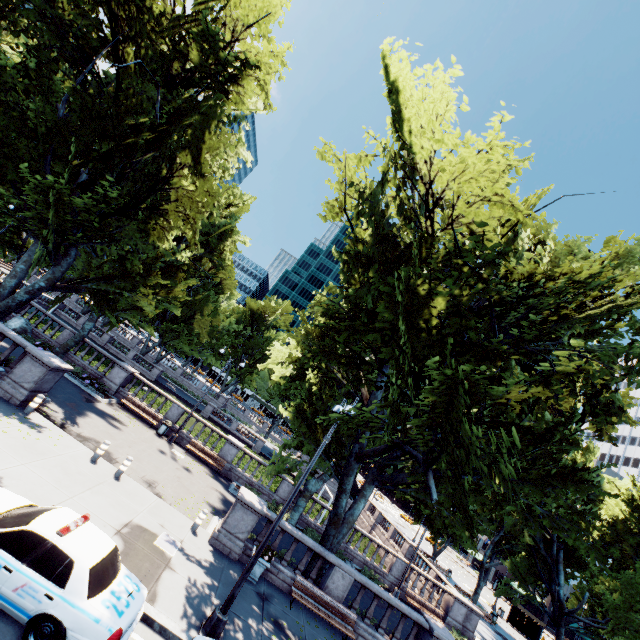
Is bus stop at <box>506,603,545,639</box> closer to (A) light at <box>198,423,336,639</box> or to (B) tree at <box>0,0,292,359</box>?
(B) tree at <box>0,0,292,359</box>

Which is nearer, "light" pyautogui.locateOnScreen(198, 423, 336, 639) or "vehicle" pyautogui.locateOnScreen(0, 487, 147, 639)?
"vehicle" pyautogui.locateOnScreen(0, 487, 147, 639)

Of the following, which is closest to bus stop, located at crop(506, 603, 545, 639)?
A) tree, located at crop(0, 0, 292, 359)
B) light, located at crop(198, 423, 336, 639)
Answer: tree, located at crop(0, 0, 292, 359)

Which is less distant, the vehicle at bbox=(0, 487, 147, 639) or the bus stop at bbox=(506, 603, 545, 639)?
the vehicle at bbox=(0, 487, 147, 639)

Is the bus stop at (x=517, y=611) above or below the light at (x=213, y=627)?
above

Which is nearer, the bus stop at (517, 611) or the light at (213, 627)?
the light at (213, 627)

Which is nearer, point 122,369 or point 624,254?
point 624,254

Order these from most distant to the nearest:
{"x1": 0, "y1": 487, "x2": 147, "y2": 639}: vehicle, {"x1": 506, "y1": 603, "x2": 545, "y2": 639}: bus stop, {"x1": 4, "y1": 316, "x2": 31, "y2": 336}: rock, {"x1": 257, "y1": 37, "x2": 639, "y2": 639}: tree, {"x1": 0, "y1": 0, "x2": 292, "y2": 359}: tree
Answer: {"x1": 506, "y1": 603, "x2": 545, "y2": 639}: bus stop
{"x1": 4, "y1": 316, "x2": 31, "y2": 336}: rock
{"x1": 0, "y1": 0, "x2": 292, "y2": 359}: tree
{"x1": 257, "y1": 37, "x2": 639, "y2": 639}: tree
{"x1": 0, "y1": 487, "x2": 147, "y2": 639}: vehicle
